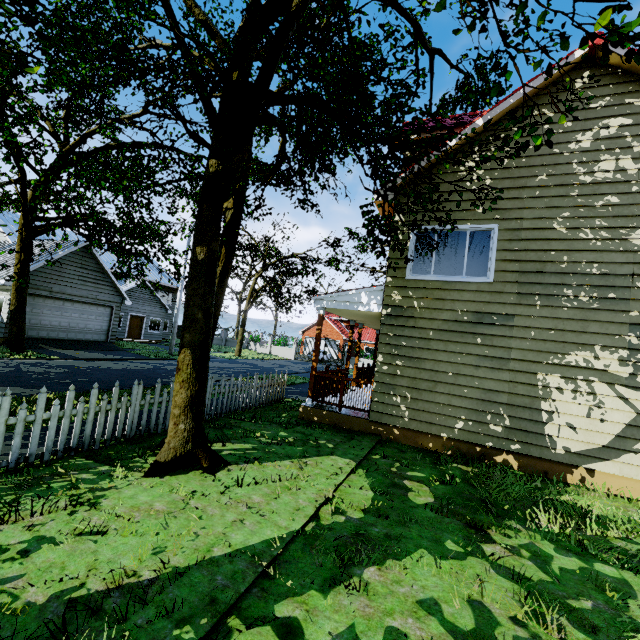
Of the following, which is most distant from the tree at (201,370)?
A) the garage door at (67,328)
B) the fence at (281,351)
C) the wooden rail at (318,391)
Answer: the wooden rail at (318,391)

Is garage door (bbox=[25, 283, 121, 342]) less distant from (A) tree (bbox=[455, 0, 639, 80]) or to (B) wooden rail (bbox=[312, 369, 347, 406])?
(A) tree (bbox=[455, 0, 639, 80])

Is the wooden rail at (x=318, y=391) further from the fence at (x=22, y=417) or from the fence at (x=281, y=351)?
the fence at (x=281, y=351)

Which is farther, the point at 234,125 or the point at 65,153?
the point at 65,153

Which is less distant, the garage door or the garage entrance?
the garage entrance

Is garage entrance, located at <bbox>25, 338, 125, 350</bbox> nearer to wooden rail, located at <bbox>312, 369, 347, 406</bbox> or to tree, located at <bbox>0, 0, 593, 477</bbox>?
tree, located at <bbox>0, 0, 593, 477</bbox>

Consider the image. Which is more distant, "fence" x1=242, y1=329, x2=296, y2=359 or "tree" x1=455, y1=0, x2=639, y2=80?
"fence" x1=242, y1=329, x2=296, y2=359

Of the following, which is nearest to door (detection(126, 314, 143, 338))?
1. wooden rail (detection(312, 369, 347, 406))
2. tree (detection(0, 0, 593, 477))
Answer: tree (detection(0, 0, 593, 477))
